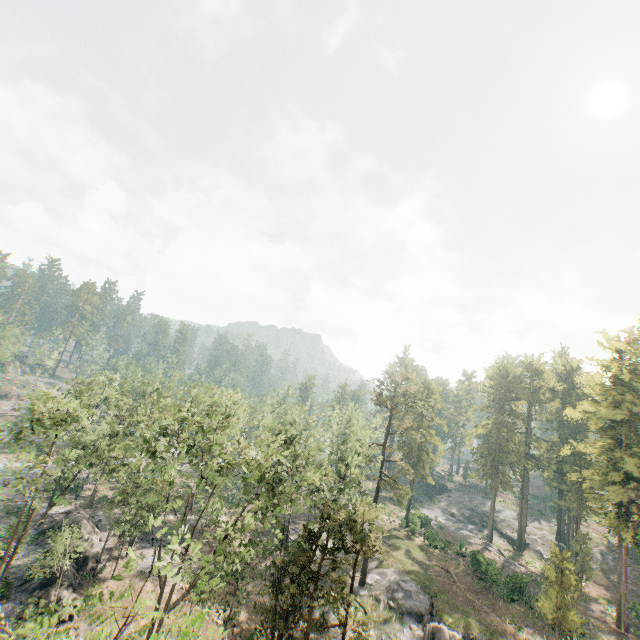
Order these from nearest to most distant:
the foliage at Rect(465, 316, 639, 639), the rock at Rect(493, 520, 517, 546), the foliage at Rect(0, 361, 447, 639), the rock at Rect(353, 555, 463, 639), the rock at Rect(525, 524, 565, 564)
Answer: the foliage at Rect(0, 361, 447, 639), the rock at Rect(353, 555, 463, 639), the foliage at Rect(465, 316, 639, 639), the rock at Rect(525, 524, 565, 564), the rock at Rect(493, 520, 517, 546)

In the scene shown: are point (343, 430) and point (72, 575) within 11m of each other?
no

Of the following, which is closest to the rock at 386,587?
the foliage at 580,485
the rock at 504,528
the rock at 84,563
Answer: the foliage at 580,485

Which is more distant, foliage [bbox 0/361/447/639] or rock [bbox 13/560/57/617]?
rock [bbox 13/560/57/617]

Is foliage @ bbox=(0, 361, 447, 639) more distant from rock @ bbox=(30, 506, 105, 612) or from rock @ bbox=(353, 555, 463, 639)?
rock @ bbox=(30, 506, 105, 612)

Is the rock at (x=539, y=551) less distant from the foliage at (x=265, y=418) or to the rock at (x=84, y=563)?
the foliage at (x=265, y=418)

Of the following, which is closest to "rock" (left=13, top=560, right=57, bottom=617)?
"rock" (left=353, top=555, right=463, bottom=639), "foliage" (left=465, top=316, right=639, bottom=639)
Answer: "foliage" (left=465, top=316, right=639, bottom=639)

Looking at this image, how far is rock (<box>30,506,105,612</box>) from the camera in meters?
27.0 m
